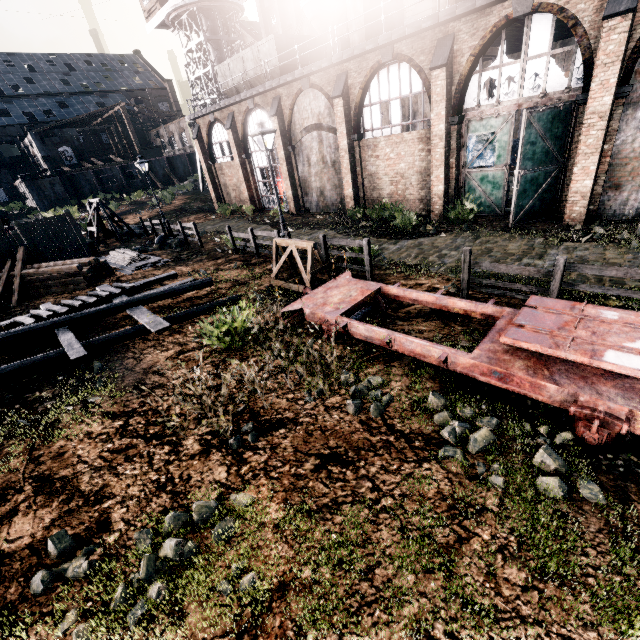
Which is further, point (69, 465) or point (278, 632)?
point (69, 465)

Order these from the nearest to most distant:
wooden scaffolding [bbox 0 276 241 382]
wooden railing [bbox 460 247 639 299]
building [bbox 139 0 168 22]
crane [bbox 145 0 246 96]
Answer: wooden railing [bbox 460 247 639 299] → wooden scaffolding [bbox 0 276 241 382] → crane [bbox 145 0 246 96] → building [bbox 139 0 168 22]

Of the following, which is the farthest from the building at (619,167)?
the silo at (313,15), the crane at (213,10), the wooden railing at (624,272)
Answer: the silo at (313,15)

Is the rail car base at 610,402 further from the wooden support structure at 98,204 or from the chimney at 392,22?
the wooden support structure at 98,204

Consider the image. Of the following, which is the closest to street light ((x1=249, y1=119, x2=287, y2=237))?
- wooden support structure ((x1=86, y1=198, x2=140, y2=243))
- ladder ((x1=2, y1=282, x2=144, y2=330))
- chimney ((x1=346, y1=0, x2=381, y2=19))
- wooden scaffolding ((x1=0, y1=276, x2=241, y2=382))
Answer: wooden scaffolding ((x1=0, y1=276, x2=241, y2=382))

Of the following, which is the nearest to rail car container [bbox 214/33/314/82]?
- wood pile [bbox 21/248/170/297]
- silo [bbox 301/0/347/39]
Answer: wood pile [bbox 21/248/170/297]

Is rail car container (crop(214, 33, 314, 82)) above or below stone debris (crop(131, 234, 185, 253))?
above

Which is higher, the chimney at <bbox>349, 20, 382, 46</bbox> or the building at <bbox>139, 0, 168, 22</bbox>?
the building at <bbox>139, 0, 168, 22</bbox>
